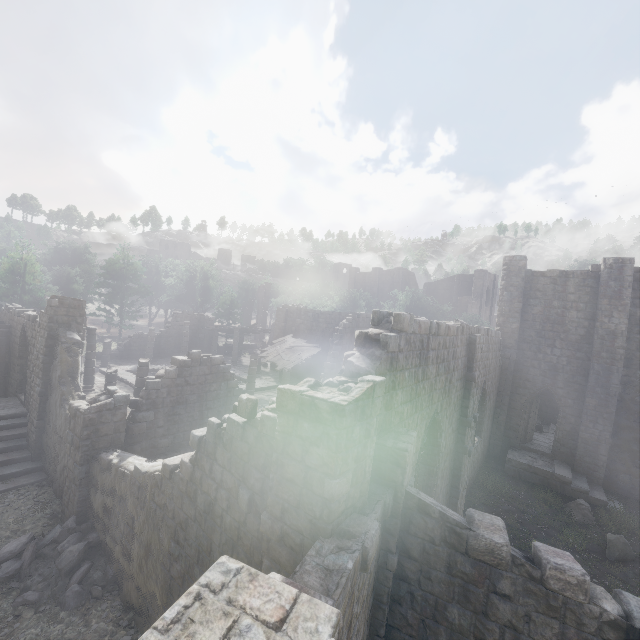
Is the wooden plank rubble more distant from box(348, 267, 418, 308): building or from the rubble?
the rubble

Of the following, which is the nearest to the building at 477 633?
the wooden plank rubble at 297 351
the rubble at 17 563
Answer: the rubble at 17 563

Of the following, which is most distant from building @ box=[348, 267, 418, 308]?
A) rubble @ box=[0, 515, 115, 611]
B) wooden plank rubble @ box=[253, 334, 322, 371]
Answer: wooden plank rubble @ box=[253, 334, 322, 371]

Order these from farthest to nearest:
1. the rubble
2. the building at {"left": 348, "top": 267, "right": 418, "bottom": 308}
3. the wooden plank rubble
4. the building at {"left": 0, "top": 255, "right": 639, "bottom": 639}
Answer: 1. the building at {"left": 348, "top": 267, "right": 418, "bottom": 308}
2. the wooden plank rubble
3. the rubble
4. the building at {"left": 0, "top": 255, "right": 639, "bottom": 639}

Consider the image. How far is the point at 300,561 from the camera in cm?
500

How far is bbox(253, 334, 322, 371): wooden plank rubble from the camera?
24.3m

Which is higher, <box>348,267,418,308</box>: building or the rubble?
<box>348,267,418,308</box>: building
